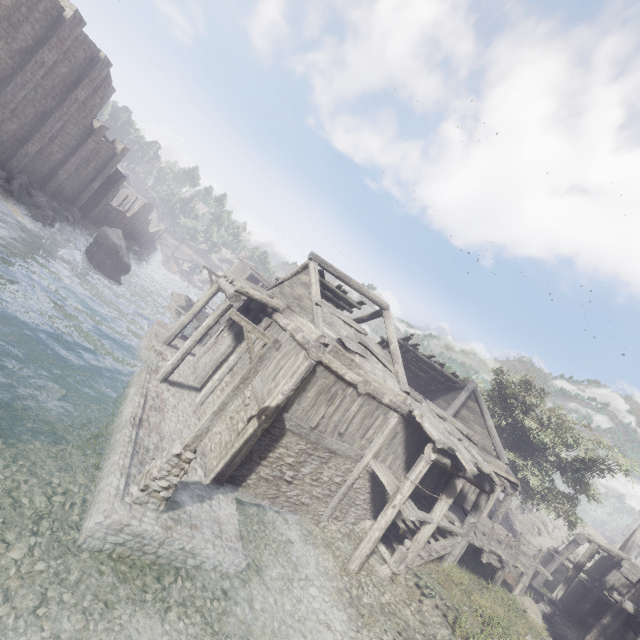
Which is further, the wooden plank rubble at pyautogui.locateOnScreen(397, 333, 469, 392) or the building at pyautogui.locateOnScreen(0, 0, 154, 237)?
the building at pyautogui.locateOnScreen(0, 0, 154, 237)

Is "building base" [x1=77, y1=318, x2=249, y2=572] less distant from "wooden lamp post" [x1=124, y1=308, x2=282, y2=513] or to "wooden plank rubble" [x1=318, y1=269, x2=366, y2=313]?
"wooden lamp post" [x1=124, y1=308, x2=282, y2=513]

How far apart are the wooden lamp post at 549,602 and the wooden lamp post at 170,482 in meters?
20.4 m

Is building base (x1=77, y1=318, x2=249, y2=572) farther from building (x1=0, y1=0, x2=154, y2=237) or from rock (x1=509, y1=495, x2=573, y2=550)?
rock (x1=509, y1=495, x2=573, y2=550)

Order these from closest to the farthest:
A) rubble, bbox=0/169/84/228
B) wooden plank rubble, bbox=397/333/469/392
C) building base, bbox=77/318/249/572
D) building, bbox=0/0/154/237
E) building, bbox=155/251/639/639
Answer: building base, bbox=77/318/249/572, building, bbox=155/251/639/639, wooden plank rubble, bbox=397/333/469/392, building, bbox=0/0/154/237, rubble, bbox=0/169/84/228

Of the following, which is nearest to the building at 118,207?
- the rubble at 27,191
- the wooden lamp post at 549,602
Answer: the rubble at 27,191

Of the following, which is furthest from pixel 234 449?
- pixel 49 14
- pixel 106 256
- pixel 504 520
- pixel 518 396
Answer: pixel 504 520

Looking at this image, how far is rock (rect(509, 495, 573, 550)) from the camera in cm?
3881
